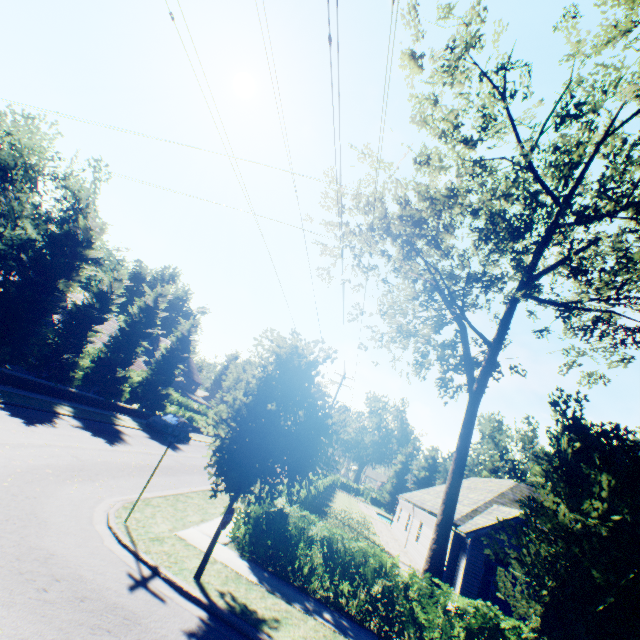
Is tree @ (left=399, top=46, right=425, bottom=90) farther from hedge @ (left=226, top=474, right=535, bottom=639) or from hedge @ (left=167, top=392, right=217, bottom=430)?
hedge @ (left=226, top=474, right=535, bottom=639)

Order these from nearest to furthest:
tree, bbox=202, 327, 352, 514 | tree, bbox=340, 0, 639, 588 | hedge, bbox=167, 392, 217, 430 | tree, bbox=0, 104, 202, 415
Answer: tree, bbox=202, 327, 352, 514 → tree, bbox=340, 0, 639, 588 → tree, bbox=0, 104, 202, 415 → hedge, bbox=167, 392, 217, 430

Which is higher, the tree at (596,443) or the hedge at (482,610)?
the tree at (596,443)

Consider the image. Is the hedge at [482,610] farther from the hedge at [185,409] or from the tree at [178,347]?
the hedge at [185,409]

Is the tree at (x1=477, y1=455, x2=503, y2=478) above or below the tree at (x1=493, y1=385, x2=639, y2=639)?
above

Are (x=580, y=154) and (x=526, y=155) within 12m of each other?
yes

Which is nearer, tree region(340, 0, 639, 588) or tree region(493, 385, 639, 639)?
tree region(493, 385, 639, 639)

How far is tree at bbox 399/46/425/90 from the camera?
12.80m
